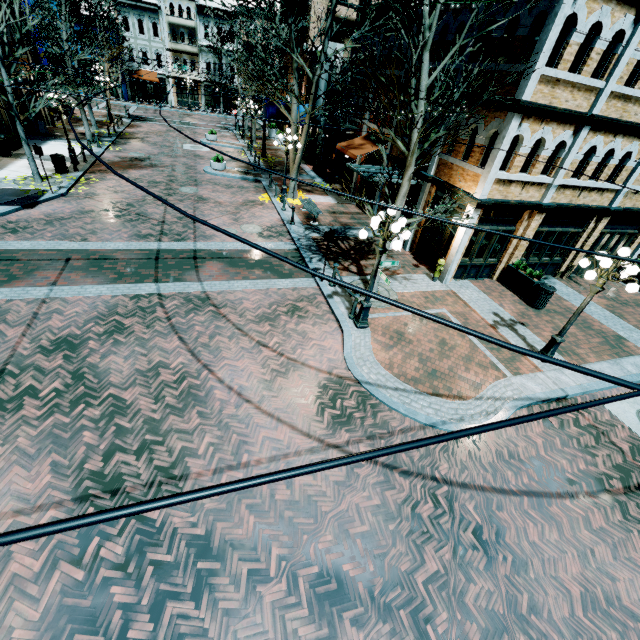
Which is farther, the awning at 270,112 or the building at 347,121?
the awning at 270,112

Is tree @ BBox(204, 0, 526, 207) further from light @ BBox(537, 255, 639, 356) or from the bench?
light @ BBox(537, 255, 639, 356)

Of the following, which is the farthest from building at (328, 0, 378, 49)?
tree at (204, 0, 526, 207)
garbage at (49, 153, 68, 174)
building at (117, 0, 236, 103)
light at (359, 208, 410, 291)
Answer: building at (117, 0, 236, 103)

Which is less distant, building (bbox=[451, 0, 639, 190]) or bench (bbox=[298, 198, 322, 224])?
building (bbox=[451, 0, 639, 190])

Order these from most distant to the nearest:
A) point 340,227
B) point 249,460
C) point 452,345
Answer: point 340,227 < point 452,345 < point 249,460

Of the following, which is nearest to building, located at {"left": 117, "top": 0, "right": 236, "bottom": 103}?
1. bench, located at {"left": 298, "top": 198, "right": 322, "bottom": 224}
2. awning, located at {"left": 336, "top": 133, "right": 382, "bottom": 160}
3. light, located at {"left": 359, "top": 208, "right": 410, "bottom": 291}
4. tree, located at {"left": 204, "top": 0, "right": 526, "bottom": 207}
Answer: tree, located at {"left": 204, "top": 0, "right": 526, "bottom": 207}

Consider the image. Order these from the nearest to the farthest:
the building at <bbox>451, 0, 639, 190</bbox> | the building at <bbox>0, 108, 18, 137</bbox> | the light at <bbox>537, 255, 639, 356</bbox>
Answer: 1. the light at <bbox>537, 255, 639, 356</bbox>
2. the building at <bbox>451, 0, 639, 190</bbox>
3. the building at <bbox>0, 108, 18, 137</bbox>

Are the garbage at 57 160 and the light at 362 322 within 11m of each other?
no
